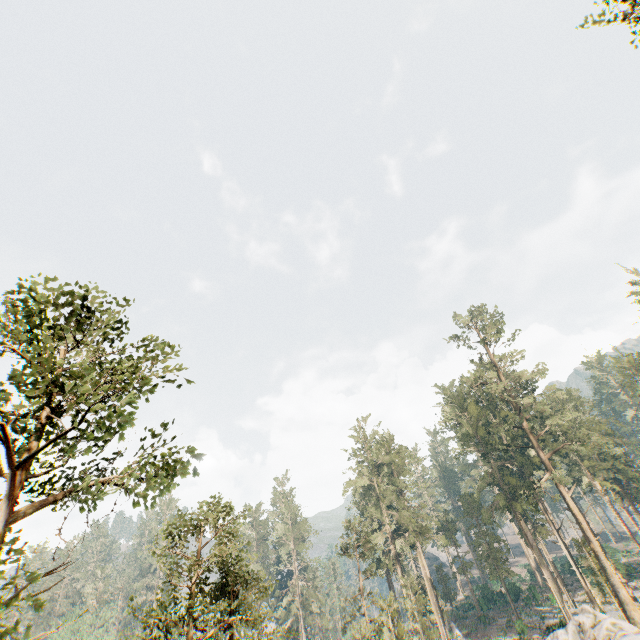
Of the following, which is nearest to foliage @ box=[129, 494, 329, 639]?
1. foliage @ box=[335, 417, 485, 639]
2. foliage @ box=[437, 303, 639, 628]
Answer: foliage @ box=[437, 303, 639, 628]

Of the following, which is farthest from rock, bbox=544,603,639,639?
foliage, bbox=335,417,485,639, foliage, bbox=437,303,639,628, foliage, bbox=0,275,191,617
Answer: foliage, bbox=437,303,639,628

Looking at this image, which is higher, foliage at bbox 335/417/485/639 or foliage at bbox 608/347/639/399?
foliage at bbox 608/347/639/399

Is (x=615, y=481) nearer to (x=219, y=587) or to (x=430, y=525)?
(x=430, y=525)

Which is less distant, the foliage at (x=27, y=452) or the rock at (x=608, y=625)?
the foliage at (x=27, y=452)

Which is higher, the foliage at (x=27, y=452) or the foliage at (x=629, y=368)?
the foliage at (x=629, y=368)
